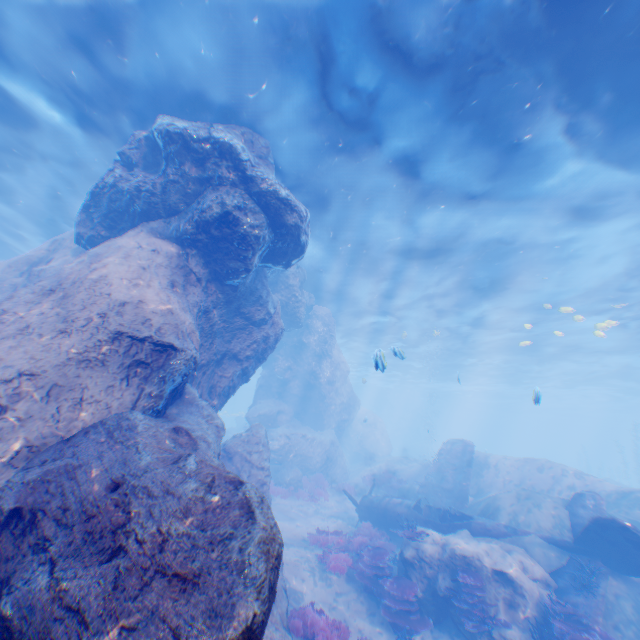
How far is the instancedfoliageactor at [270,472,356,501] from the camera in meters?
18.2 m

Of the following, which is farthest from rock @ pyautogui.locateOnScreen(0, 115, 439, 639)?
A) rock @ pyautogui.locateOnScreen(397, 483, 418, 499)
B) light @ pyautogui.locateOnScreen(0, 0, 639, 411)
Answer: rock @ pyautogui.locateOnScreen(397, 483, 418, 499)

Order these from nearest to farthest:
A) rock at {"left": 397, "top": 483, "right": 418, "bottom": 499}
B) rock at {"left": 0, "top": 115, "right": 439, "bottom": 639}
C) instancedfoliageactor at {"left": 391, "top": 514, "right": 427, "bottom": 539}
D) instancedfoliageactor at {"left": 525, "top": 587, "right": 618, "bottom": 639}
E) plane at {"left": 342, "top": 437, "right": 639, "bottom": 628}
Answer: rock at {"left": 0, "top": 115, "right": 439, "bottom": 639} → instancedfoliageactor at {"left": 525, "top": 587, "right": 618, "bottom": 639} → plane at {"left": 342, "top": 437, "right": 639, "bottom": 628} → instancedfoliageactor at {"left": 391, "top": 514, "right": 427, "bottom": 539} → rock at {"left": 397, "top": 483, "right": 418, "bottom": 499}

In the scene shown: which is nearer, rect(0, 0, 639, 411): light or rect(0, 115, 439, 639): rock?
rect(0, 115, 439, 639): rock

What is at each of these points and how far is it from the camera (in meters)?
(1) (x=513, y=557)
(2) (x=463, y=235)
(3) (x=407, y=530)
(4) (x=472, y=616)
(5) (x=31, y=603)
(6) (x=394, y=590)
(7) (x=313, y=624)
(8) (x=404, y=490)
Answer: (1) rock, 9.82
(2) light, 14.88
(3) instancedfoliageactor, 10.99
(4) instancedfoliageactor, 8.48
(5) rock, 2.89
(6) instancedfoliageactor, 9.30
(7) instancedfoliageactor, 7.59
(8) rock, 18.64

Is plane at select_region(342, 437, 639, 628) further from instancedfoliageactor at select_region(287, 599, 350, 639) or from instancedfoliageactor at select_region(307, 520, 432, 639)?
instancedfoliageactor at select_region(287, 599, 350, 639)

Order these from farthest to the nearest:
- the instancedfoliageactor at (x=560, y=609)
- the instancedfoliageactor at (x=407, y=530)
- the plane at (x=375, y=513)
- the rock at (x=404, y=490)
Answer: the rock at (x=404, y=490) → the instancedfoliageactor at (x=407, y=530) → the plane at (x=375, y=513) → the instancedfoliageactor at (x=560, y=609)

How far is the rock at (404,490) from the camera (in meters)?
18.09
